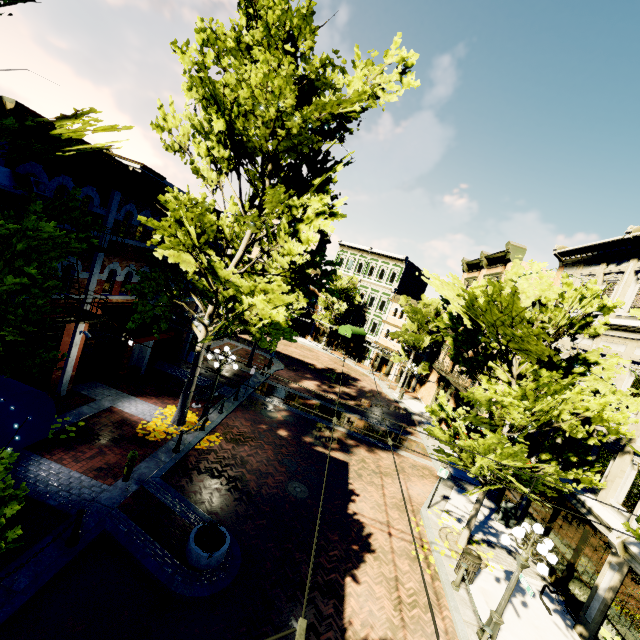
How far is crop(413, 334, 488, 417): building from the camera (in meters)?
22.56

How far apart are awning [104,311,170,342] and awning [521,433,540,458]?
14.6m

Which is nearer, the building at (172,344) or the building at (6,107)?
the building at (6,107)

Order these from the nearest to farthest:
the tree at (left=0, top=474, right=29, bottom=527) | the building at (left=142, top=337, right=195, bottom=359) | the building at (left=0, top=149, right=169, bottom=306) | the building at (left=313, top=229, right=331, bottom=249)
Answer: the tree at (left=0, top=474, right=29, bottom=527) < the building at (left=0, top=149, right=169, bottom=306) < the building at (left=142, top=337, right=195, bottom=359) < the building at (left=313, top=229, right=331, bottom=249)

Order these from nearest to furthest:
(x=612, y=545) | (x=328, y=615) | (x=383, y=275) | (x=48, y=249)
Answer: (x=48, y=249)
(x=328, y=615)
(x=612, y=545)
(x=383, y=275)

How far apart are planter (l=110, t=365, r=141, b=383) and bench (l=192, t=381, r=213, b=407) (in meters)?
3.17

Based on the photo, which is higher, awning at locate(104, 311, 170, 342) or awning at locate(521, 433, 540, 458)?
awning at locate(521, 433, 540, 458)

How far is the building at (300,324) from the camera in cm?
4384
